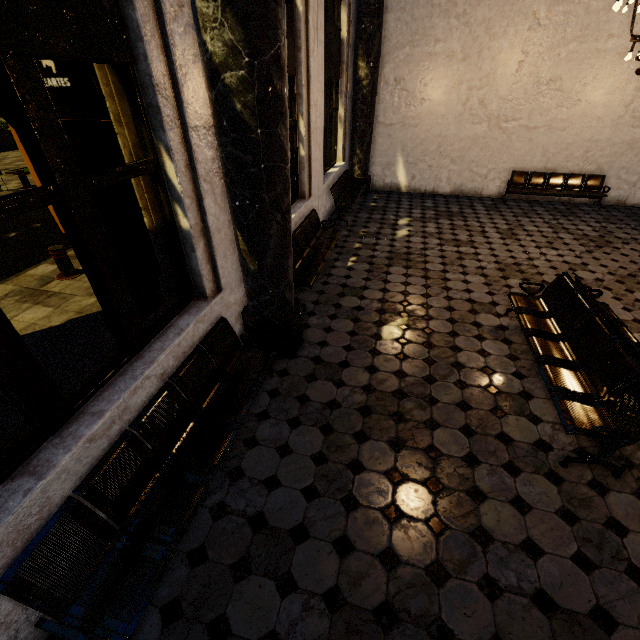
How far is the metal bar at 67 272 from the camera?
5.8 meters

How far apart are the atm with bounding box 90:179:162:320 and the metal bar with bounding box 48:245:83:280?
2.0 meters

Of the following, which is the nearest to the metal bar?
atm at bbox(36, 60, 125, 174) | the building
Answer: atm at bbox(36, 60, 125, 174)

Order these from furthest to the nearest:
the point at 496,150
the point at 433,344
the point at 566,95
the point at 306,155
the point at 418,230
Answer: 1. the point at 496,150
2. the point at 566,95
3. the point at 418,230
4. the point at 306,155
5. the point at 433,344

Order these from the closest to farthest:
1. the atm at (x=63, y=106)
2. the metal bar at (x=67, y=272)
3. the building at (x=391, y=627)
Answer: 1. the building at (x=391, y=627)
2. the atm at (x=63, y=106)
3. the metal bar at (x=67, y=272)

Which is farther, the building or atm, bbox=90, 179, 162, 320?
atm, bbox=90, 179, 162, 320

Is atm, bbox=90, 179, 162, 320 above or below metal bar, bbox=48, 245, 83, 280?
above
